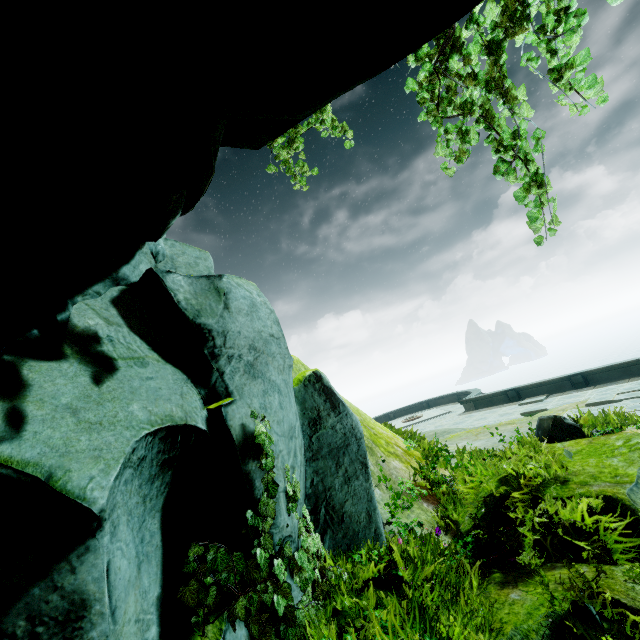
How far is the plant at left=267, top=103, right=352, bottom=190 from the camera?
4.6 meters

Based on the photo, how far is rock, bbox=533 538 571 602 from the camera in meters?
3.1

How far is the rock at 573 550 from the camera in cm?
327

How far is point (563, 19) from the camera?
3.3 meters

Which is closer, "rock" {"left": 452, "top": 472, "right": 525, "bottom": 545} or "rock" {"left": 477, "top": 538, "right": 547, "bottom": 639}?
"rock" {"left": 477, "top": 538, "right": 547, "bottom": 639}

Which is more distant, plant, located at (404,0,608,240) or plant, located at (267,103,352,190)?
plant, located at (267,103,352,190)

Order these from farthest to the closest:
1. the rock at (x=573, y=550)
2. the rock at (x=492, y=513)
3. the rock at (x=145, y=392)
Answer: the rock at (x=492, y=513)
the rock at (x=573, y=550)
the rock at (x=145, y=392)
